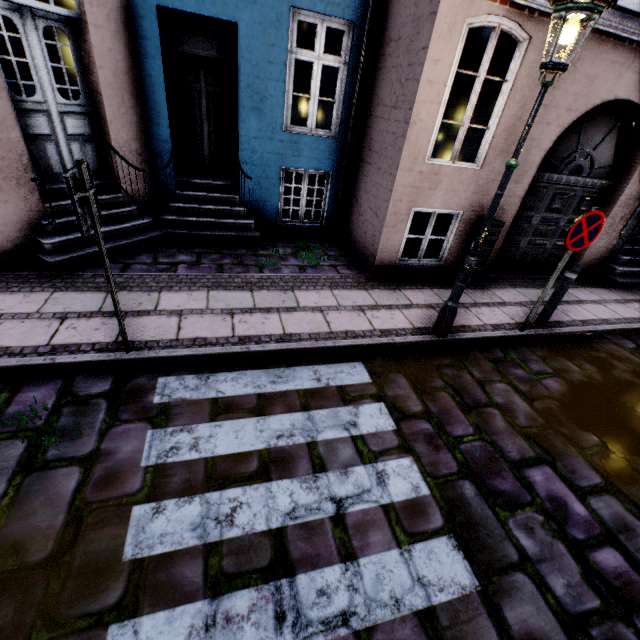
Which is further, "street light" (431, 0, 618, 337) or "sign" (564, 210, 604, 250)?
"sign" (564, 210, 604, 250)

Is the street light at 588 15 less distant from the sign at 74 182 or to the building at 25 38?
the building at 25 38

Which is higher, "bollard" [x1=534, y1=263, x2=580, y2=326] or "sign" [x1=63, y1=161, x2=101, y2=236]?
"sign" [x1=63, y1=161, x2=101, y2=236]

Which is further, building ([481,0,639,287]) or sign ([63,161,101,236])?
building ([481,0,639,287])

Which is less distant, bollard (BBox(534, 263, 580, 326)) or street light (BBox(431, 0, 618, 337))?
street light (BBox(431, 0, 618, 337))

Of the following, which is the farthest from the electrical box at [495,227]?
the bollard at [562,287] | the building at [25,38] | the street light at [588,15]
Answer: the street light at [588,15]

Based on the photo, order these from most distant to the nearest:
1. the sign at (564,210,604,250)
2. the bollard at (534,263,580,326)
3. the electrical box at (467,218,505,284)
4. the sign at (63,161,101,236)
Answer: the electrical box at (467,218,505,284) → the bollard at (534,263,580,326) → the sign at (564,210,604,250) → the sign at (63,161,101,236)

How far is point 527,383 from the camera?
4.3 meters
